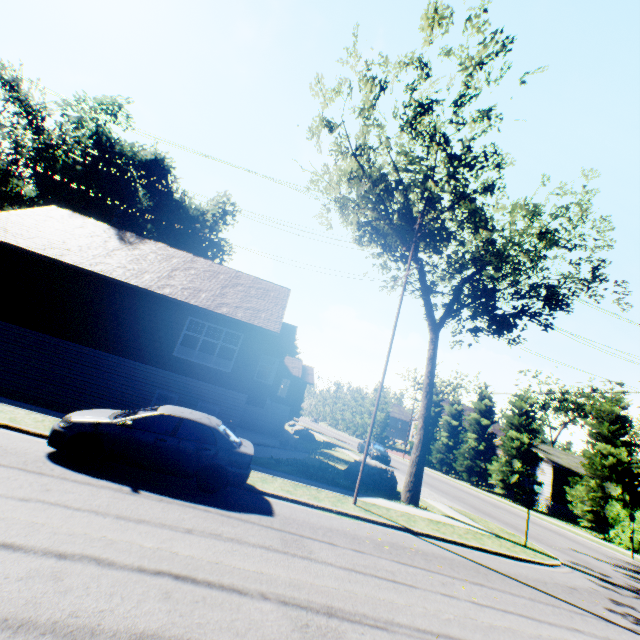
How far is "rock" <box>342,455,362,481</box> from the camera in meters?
16.4 m

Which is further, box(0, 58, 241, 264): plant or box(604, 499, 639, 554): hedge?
box(0, 58, 241, 264): plant

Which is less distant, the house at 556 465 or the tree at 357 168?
the tree at 357 168

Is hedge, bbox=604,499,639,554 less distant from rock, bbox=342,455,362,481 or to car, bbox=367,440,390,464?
car, bbox=367,440,390,464

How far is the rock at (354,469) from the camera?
16.35m

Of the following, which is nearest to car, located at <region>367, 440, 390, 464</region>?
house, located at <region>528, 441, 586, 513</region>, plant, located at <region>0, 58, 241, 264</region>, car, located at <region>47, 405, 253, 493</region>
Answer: house, located at <region>528, 441, 586, 513</region>

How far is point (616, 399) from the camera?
25.2m

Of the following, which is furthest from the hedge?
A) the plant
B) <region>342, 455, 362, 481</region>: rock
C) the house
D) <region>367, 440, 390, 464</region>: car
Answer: the plant
